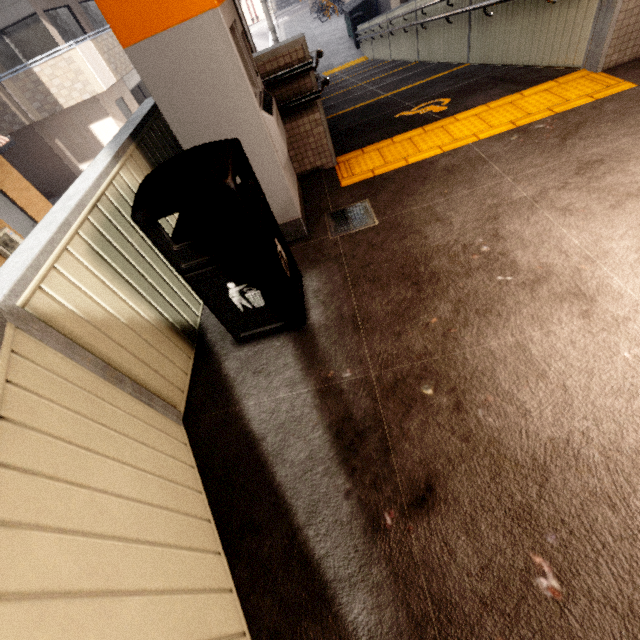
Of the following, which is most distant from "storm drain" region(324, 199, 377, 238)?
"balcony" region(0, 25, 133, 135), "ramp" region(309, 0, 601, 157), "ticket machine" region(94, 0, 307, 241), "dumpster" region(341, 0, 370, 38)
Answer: "dumpster" region(341, 0, 370, 38)

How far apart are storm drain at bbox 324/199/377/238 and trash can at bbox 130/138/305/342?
0.5m

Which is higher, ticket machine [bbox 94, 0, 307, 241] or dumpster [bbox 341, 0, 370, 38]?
ticket machine [bbox 94, 0, 307, 241]

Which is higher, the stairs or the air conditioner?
the air conditioner

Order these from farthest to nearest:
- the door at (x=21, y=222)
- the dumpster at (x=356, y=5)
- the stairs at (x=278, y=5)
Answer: the stairs at (x=278, y=5) < the dumpster at (x=356, y=5) < the door at (x=21, y=222)

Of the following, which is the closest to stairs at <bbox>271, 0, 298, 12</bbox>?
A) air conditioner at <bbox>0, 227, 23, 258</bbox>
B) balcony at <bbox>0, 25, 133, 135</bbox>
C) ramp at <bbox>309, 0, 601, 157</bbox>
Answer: balcony at <bbox>0, 25, 133, 135</bbox>

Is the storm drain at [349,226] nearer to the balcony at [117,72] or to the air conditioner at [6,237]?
the air conditioner at [6,237]

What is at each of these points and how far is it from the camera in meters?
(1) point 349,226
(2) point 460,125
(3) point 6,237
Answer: (1) storm drain, 2.9 m
(2) groundtactileadastrip, 3.5 m
(3) air conditioner, 9.1 m
